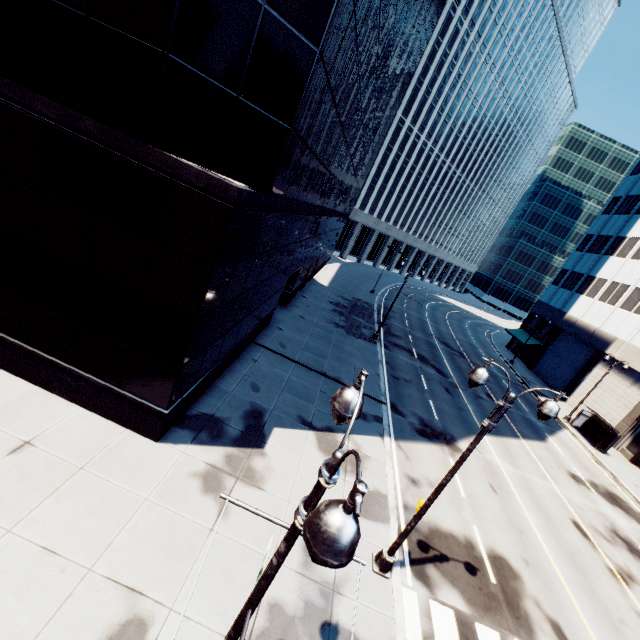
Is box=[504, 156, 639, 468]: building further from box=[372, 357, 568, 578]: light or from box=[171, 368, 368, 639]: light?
box=[171, 368, 368, 639]: light

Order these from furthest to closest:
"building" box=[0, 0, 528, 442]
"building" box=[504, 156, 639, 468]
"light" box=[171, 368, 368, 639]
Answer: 1. "building" box=[504, 156, 639, 468]
2. "building" box=[0, 0, 528, 442]
3. "light" box=[171, 368, 368, 639]

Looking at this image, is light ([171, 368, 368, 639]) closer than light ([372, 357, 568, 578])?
Yes

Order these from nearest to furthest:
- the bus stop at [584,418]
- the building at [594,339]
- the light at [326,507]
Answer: the light at [326,507], the bus stop at [584,418], the building at [594,339]

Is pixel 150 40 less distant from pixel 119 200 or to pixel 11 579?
pixel 119 200

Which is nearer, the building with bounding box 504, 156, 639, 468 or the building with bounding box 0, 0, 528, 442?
the building with bounding box 0, 0, 528, 442

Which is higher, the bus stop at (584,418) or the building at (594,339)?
the building at (594,339)

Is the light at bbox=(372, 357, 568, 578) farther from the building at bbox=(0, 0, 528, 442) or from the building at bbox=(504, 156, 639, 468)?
the building at bbox=(504, 156, 639, 468)
